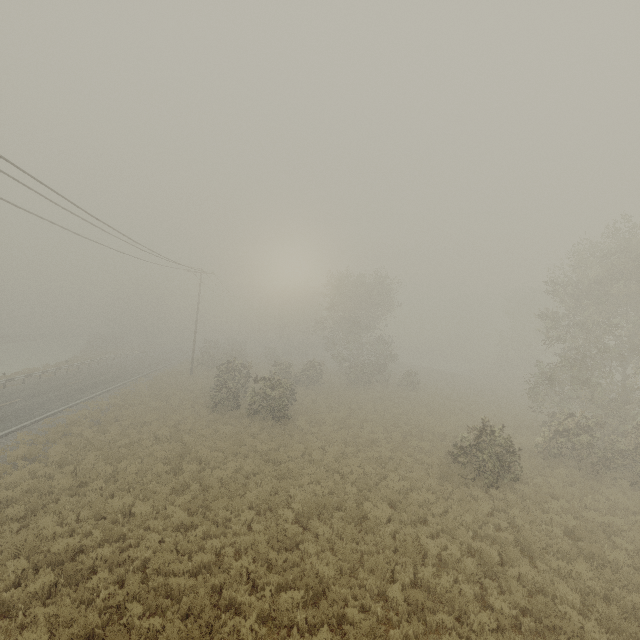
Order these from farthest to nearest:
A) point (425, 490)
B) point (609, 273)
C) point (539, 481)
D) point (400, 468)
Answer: point (609, 273), point (400, 468), point (539, 481), point (425, 490)
